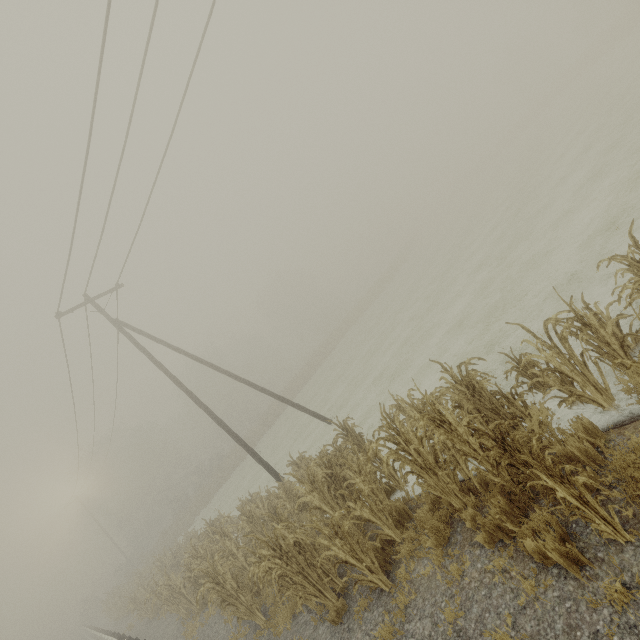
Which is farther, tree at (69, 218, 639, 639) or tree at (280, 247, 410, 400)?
tree at (280, 247, 410, 400)

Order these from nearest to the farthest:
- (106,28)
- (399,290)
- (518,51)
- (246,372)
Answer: (106,28)
(399,290)
(246,372)
(518,51)

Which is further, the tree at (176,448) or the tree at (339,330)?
the tree at (339,330)

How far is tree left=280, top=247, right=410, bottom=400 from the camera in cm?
4203

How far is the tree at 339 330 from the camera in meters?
42.0
